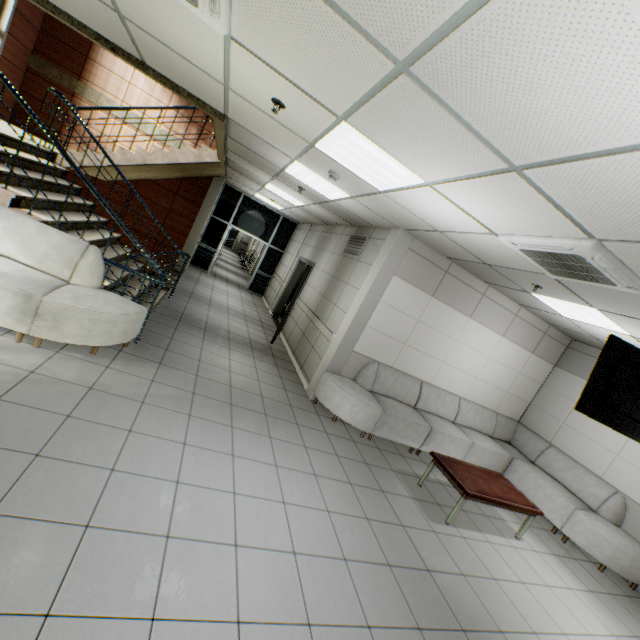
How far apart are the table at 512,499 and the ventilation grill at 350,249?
3.7 meters

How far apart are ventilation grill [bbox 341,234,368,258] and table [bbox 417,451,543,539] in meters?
3.7

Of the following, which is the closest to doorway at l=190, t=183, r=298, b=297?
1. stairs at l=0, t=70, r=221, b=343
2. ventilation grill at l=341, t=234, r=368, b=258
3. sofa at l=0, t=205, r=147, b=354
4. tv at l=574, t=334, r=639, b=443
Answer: stairs at l=0, t=70, r=221, b=343

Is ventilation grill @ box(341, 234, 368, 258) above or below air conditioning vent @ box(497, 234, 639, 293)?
below

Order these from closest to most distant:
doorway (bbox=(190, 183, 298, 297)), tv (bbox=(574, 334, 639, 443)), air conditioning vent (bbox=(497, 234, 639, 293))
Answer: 1. air conditioning vent (bbox=(497, 234, 639, 293))
2. tv (bbox=(574, 334, 639, 443))
3. doorway (bbox=(190, 183, 298, 297))

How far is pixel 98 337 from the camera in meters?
3.7

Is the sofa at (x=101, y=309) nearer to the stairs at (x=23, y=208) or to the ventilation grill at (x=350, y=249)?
the stairs at (x=23, y=208)

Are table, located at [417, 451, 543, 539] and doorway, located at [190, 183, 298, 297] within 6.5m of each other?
no
